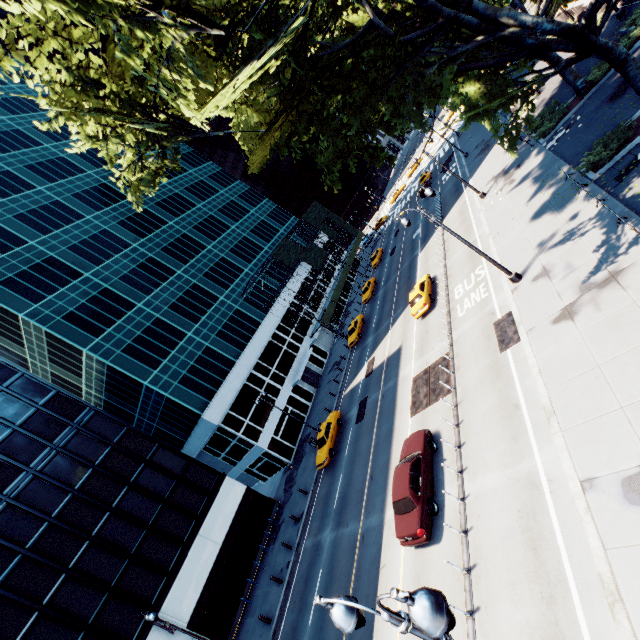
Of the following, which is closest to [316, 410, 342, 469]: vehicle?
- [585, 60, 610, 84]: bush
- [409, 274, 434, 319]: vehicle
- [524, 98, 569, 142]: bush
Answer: [409, 274, 434, 319]: vehicle

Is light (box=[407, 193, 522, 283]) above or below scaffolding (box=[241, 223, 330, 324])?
below

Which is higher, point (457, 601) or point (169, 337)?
point (169, 337)

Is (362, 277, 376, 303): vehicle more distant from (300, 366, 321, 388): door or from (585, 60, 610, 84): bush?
(585, 60, 610, 84): bush

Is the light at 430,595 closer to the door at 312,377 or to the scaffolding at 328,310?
the scaffolding at 328,310

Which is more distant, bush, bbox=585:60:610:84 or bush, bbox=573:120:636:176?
bush, bbox=585:60:610:84

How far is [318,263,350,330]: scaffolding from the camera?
47.7m

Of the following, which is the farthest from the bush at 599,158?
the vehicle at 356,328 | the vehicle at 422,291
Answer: the vehicle at 356,328
